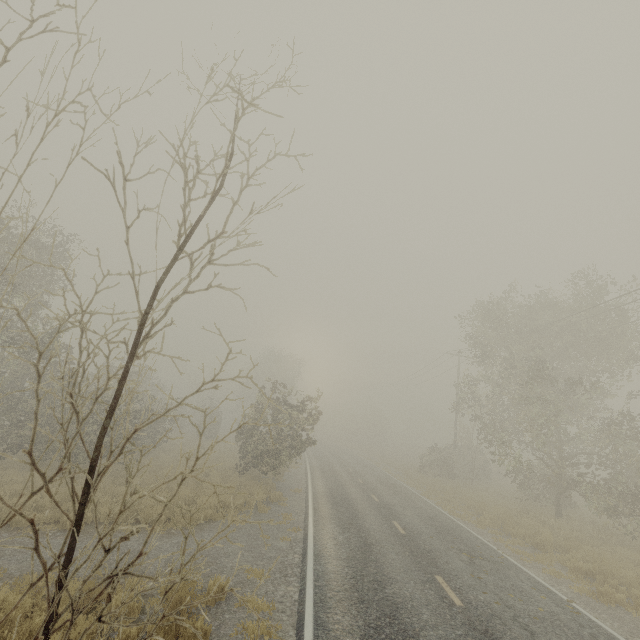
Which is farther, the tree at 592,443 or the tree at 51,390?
the tree at 592,443

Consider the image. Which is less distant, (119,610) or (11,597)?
(119,610)

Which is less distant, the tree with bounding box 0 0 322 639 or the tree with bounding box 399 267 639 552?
the tree with bounding box 0 0 322 639
